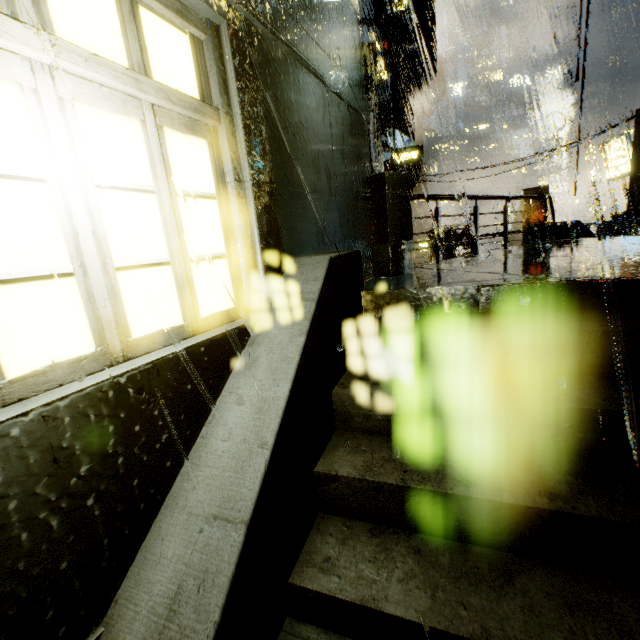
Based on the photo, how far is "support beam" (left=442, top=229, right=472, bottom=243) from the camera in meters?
11.6 m

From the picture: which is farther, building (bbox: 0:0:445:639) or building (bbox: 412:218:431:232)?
building (bbox: 412:218:431:232)

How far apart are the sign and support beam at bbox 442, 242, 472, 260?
14.3m

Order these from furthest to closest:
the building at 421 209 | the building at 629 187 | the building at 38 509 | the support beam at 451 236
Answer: the building at 421 209, the building at 629 187, the support beam at 451 236, the building at 38 509

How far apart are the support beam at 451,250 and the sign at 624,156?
14.3 meters

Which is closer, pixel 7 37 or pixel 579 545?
pixel 7 37
